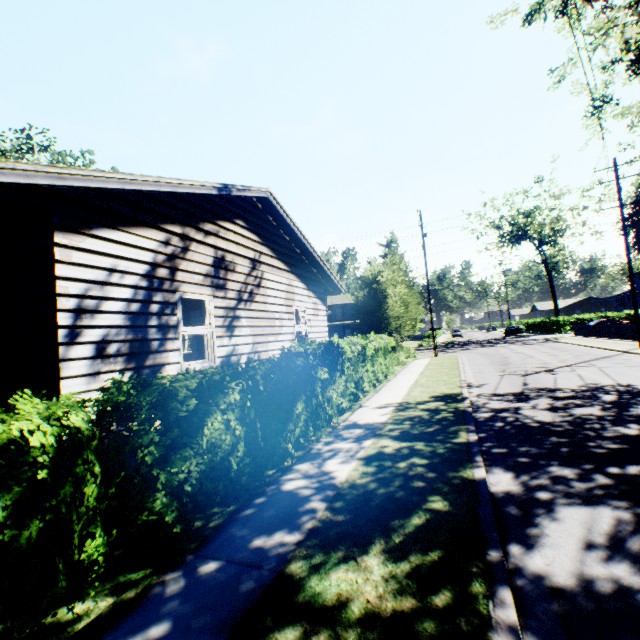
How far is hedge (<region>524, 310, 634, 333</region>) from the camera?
42.8m

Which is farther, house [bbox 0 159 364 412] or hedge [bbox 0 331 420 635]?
house [bbox 0 159 364 412]

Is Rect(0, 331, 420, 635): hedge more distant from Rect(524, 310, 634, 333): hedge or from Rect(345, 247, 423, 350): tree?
Rect(524, 310, 634, 333): hedge

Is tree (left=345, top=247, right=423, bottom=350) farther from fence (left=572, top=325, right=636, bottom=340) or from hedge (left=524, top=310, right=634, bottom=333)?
hedge (left=524, top=310, right=634, bottom=333)

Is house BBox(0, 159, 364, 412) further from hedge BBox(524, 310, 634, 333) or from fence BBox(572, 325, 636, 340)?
hedge BBox(524, 310, 634, 333)

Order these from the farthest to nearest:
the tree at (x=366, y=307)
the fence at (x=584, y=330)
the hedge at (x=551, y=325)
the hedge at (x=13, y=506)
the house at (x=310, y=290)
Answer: the hedge at (x=551, y=325), the fence at (x=584, y=330), the tree at (x=366, y=307), the house at (x=310, y=290), the hedge at (x=13, y=506)

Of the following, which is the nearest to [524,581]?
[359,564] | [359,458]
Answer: [359,564]

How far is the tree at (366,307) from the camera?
17.4m
